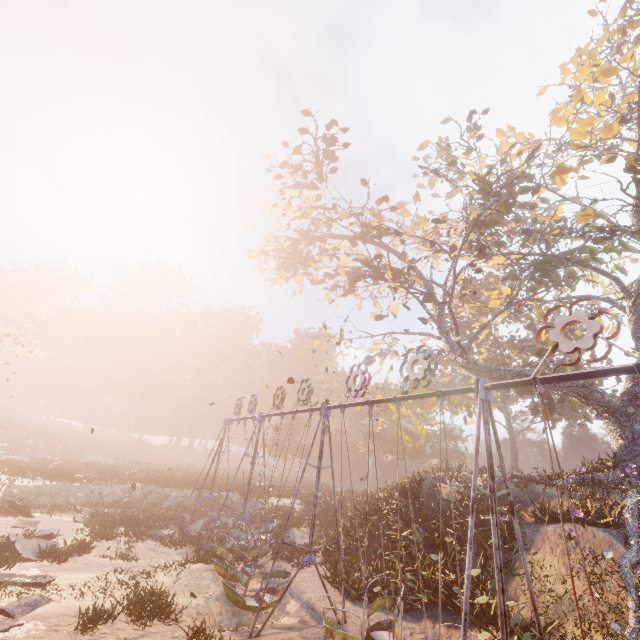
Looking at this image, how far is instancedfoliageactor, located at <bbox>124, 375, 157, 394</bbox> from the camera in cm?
5793

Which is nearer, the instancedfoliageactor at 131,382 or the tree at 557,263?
the tree at 557,263

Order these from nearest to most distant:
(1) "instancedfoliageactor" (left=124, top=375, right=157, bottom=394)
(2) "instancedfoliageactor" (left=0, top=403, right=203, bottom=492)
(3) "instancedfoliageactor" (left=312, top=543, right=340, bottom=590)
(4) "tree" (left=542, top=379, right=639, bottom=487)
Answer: (3) "instancedfoliageactor" (left=312, top=543, right=340, bottom=590) → (4) "tree" (left=542, top=379, right=639, bottom=487) → (2) "instancedfoliageactor" (left=0, top=403, right=203, bottom=492) → (1) "instancedfoliageactor" (left=124, top=375, right=157, bottom=394)

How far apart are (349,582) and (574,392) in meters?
14.7

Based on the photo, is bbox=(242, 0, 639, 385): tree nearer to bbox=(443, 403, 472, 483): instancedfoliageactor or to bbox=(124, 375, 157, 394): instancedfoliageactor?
bbox=(443, 403, 472, 483): instancedfoliageactor

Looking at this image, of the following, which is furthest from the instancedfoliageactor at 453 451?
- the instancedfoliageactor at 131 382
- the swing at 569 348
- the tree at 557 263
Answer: the instancedfoliageactor at 131 382

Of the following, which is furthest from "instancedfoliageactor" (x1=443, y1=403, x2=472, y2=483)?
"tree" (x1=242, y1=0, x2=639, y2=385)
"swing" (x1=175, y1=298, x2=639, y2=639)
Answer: "swing" (x1=175, y1=298, x2=639, y2=639)

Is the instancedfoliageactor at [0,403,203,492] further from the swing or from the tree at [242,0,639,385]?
the tree at [242,0,639,385]
